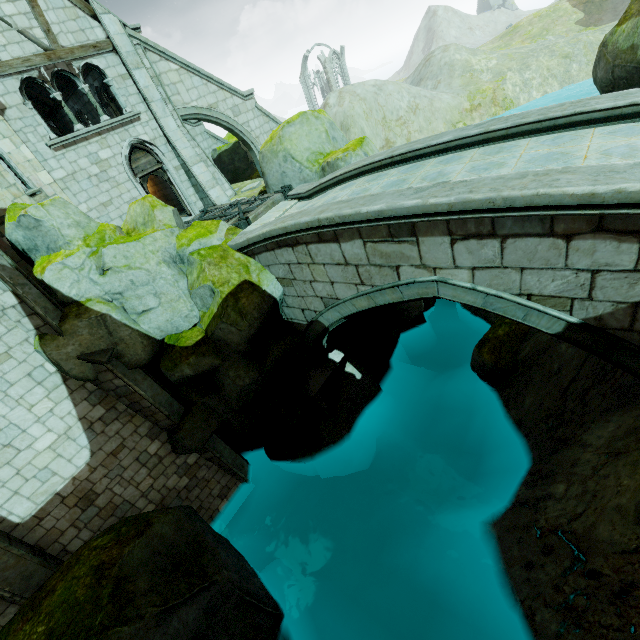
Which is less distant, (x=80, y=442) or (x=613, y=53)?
(x=613, y=53)

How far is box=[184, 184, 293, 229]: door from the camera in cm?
1035

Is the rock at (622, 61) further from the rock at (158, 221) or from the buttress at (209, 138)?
the rock at (158, 221)

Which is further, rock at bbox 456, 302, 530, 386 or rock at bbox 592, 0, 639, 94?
rock at bbox 456, 302, 530, 386

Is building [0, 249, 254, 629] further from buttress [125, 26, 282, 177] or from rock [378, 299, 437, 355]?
rock [378, 299, 437, 355]

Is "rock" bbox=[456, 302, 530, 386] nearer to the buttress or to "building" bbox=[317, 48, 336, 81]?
the buttress

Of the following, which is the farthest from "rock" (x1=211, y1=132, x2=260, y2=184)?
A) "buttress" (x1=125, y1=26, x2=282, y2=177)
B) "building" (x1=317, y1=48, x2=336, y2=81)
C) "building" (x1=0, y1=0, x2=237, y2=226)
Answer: "building" (x1=317, y1=48, x2=336, y2=81)

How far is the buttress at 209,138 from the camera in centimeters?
1263cm
